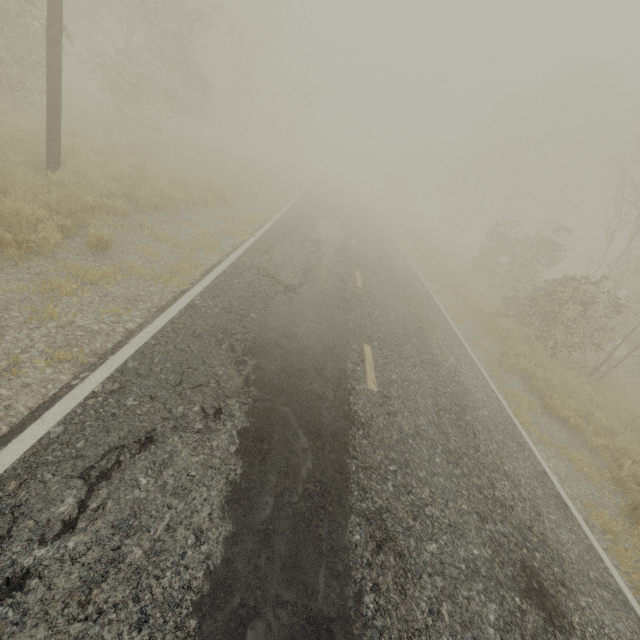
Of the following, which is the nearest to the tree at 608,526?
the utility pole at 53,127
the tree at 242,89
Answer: the utility pole at 53,127

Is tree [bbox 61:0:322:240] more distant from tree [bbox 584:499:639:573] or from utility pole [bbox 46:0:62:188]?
tree [bbox 584:499:639:573]

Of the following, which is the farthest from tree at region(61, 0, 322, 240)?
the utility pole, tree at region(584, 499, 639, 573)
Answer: tree at region(584, 499, 639, 573)

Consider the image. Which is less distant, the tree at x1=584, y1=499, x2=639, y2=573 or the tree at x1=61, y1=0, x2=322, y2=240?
the tree at x1=584, y1=499, x2=639, y2=573

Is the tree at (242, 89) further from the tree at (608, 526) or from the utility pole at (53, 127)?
the tree at (608, 526)

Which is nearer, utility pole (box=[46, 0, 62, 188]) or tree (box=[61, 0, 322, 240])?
utility pole (box=[46, 0, 62, 188])

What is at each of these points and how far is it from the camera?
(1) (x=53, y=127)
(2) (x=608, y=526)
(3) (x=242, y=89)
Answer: (1) utility pole, 7.6 meters
(2) tree, 5.3 meters
(3) tree, 23.7 meters
